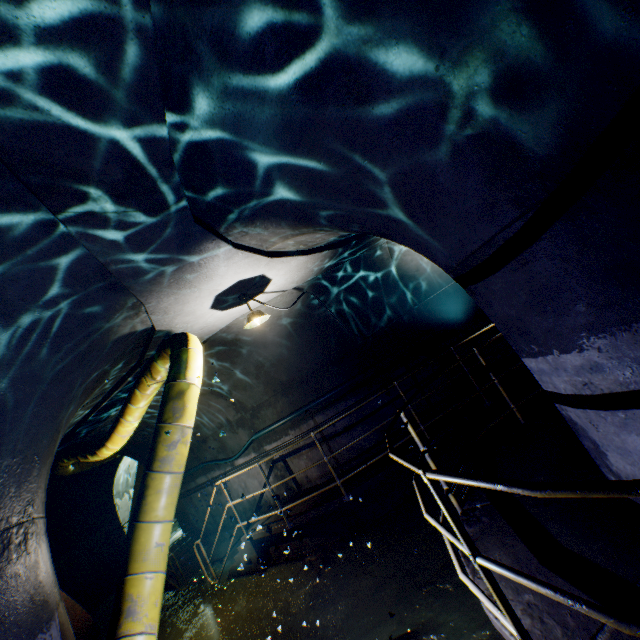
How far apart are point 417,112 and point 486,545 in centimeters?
349cm

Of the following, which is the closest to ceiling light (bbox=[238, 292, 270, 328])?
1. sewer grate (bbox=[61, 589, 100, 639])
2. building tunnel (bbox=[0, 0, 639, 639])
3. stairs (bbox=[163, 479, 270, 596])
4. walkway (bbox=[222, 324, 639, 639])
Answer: building tunnel (bbox=[0, 0, 639, 639])

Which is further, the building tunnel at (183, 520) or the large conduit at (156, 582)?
the building tunnel at (183, 520)

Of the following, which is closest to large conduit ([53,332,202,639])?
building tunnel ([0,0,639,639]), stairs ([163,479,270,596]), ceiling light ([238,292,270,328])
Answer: building tunnel ([0,0,639,639])

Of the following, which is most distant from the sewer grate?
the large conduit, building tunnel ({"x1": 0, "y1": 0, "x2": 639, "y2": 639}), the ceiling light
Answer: the ceiling light

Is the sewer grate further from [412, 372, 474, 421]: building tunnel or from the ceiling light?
the ceiling light

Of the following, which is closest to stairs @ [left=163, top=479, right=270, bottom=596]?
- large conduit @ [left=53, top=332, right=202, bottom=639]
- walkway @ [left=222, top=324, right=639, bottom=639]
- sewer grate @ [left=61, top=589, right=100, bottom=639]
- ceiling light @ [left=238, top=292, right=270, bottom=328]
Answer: walkway @ [left=222, top=324, right=639, bottom=639]
